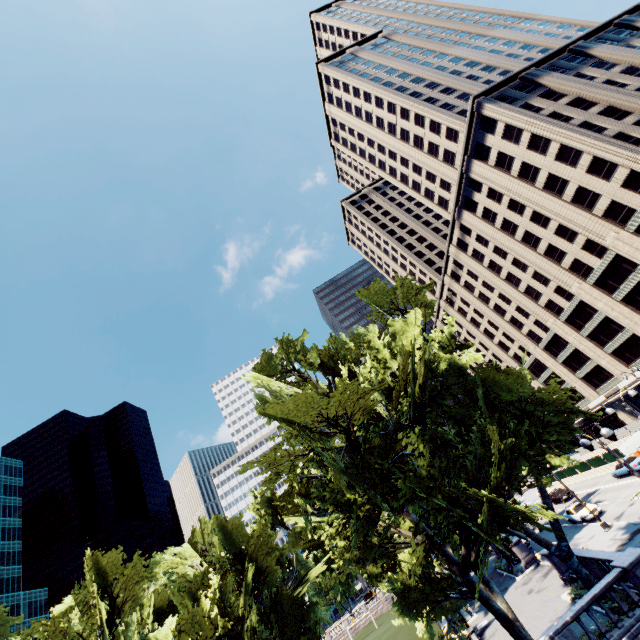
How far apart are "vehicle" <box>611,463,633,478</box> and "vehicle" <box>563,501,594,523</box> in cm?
616

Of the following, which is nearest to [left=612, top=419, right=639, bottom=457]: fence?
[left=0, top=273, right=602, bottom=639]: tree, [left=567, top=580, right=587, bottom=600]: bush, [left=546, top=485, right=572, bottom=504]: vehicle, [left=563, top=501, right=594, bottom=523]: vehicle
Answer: [left=546, top=485, right=572, bottom=504]: vehicle

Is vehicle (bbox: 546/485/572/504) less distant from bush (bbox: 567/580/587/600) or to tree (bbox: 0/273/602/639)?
tree (bbox: 0/273/602/639)

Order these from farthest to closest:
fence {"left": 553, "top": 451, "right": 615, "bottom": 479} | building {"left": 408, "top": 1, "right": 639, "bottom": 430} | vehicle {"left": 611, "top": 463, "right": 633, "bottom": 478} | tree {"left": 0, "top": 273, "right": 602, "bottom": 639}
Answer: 1. fence {"left": 553, "top": 451, "right": 615, "bottom": 479}
2. building {"left": 408, "top": 1, "right": 639, "bottom": 430}
3. vehicle {"left": 611, "top": 463, "right": 633, "bottom": 478}
4. tree {"left": 0, "top": 273, "right": 602, "bottom": 639}

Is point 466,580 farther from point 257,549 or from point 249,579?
point 257,549

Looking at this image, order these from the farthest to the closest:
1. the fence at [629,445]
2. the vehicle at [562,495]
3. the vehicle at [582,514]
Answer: the vehicle at [562,495]
the fence at [629,445]
the vehicle at [582,514]

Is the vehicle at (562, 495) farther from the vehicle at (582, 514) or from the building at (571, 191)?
the building at (571, 191)

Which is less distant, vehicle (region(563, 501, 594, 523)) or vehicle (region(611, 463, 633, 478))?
vehicle (region(563, 501, 594, 523))
